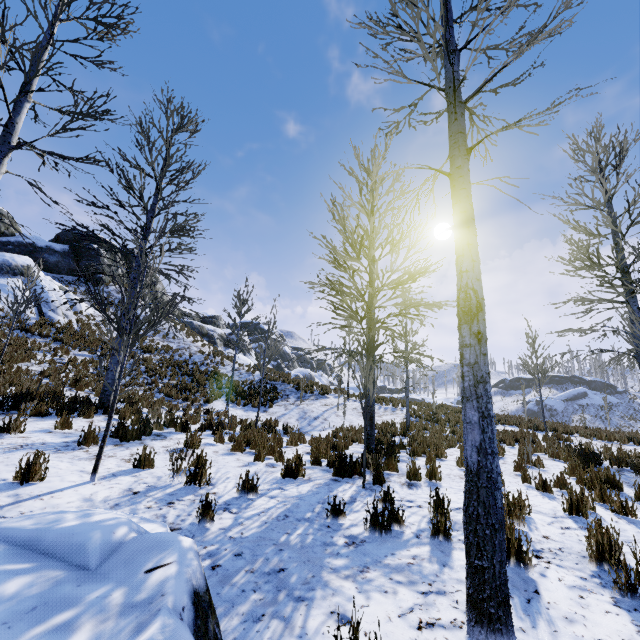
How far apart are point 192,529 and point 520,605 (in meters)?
3.14

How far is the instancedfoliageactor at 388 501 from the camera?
3.7m

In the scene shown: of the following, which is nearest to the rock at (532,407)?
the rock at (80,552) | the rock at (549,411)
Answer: the rock at (549,411)

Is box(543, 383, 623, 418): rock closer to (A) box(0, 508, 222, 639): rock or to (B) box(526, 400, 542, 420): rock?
(B) box(526, 400, 542, 420): rock

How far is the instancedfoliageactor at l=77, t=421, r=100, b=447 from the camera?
5.8m

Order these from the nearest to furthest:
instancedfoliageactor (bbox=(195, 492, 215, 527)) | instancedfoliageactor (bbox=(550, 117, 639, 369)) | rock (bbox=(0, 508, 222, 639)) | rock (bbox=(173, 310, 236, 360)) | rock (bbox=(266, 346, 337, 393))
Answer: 1. rock (bbox=(0, 508, 222, 639))
2. instancedfoliageactor (bbox=(195, 492, 215, 527))
3. instancedfoliageactor (bbox=(550, 117, 639, 369))
4. rock (bbox=(266, 346, 337, 393))
5. rock (bbox=(173, 310, 236, 360))

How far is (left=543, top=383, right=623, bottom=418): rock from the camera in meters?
55.1 m

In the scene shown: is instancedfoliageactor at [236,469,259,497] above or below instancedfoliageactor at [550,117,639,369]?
below
